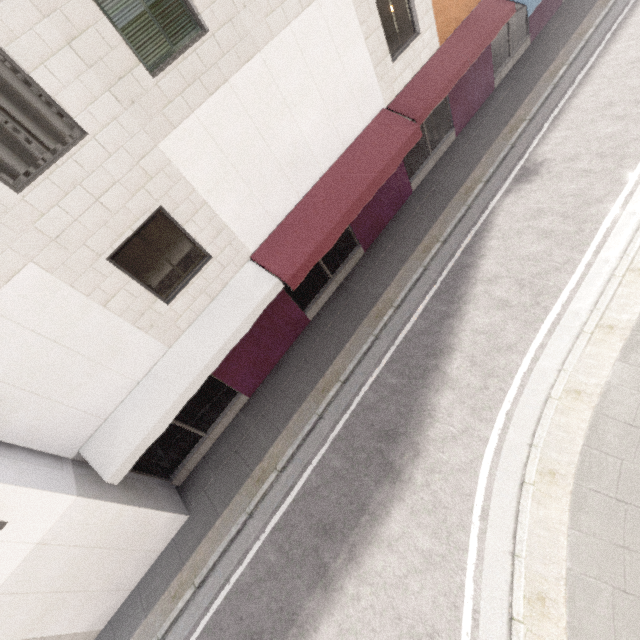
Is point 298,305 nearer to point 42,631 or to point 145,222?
point 145,222
